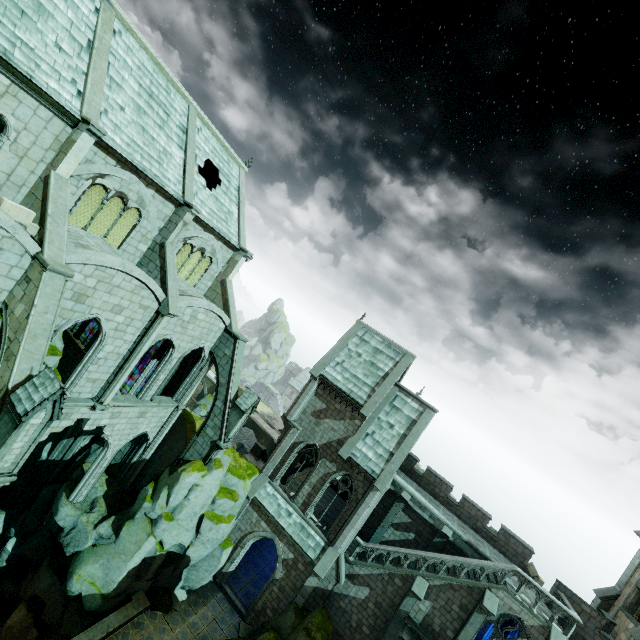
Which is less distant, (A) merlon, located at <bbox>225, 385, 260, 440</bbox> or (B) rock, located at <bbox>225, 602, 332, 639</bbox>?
(B) rock, located at <bbox>225, 602, 332, 639</bbox>

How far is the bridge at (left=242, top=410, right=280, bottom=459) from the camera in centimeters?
5031cm

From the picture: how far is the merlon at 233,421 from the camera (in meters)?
20.52

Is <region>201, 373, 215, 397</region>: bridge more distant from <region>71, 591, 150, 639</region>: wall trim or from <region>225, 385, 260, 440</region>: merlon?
<region>71, 591, 150, 639</region>: wall trim

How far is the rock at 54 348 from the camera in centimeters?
1315cm

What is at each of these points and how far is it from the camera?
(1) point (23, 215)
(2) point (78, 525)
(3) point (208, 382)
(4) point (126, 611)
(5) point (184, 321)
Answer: (1) brick, 11.5m
(2) rock, 18.8m
(3) bridge, 57.4m
(4) wall trim, 17.1m
(5) building, 19.0m

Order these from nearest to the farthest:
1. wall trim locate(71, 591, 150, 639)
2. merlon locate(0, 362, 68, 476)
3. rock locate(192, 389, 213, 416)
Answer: merlon locate(0, 362, 68, 476) < wall trim locate(71, 591, 150, 639) < rock locate(192, 389, 213, 416)

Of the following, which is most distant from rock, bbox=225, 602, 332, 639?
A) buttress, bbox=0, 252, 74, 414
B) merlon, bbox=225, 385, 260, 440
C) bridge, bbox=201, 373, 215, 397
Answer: bridge, bbox=201, 373, 215, 397
